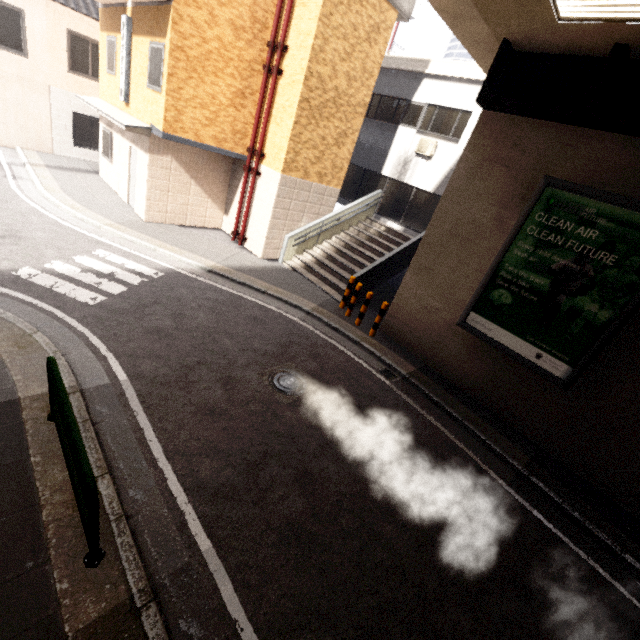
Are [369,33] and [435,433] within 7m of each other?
no

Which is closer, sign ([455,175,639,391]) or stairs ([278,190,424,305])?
sign ([455,175,639,391])

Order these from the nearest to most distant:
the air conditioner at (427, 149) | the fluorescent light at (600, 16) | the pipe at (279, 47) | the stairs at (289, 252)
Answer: the fluorescent light at (600, 16)
the pipe at (279, 47)
the stairs at (289, 252)
the air conditioner at (427, 149)

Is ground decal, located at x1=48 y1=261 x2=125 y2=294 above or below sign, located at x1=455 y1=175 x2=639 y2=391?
below

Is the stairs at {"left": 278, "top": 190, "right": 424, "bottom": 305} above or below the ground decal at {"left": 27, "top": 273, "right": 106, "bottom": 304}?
above

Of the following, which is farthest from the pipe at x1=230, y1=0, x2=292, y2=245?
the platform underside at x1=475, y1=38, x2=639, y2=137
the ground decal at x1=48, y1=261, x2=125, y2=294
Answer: the platform underside at x1=475, y1=38, x2=639, y2=137

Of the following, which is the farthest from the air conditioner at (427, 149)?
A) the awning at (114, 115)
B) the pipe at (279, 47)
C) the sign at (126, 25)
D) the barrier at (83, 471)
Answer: the barrier at (83, 471)

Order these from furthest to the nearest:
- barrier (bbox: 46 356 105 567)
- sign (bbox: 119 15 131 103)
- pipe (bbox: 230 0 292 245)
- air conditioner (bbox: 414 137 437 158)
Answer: air conditioner (bbox: 414 137 437 158) → sign (bbox: 119 15 131 103) → pipe (bbox: 230 0 292 245) → barrier (bbox: 46 356 105 567)
